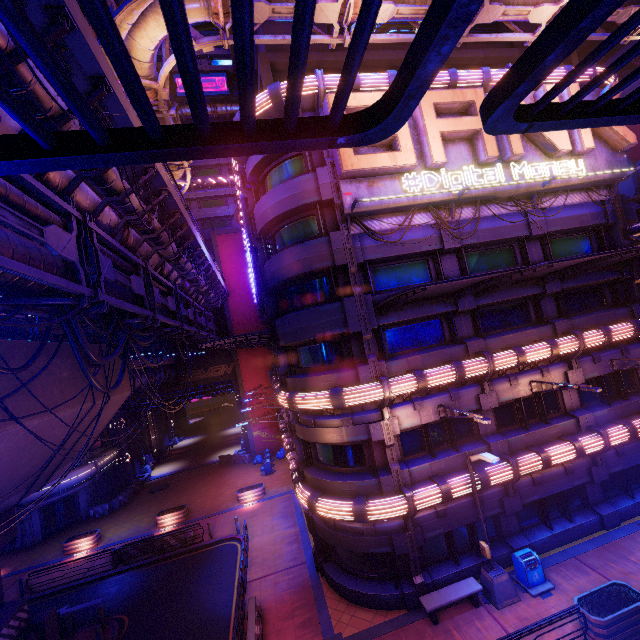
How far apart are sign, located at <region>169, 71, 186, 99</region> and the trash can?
50.8 meters

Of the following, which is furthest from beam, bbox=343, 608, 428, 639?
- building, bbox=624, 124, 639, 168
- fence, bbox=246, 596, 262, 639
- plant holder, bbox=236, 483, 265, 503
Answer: building, bbox=624, 124, 639, 168

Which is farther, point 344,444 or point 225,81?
point 225,81

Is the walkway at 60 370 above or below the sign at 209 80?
below

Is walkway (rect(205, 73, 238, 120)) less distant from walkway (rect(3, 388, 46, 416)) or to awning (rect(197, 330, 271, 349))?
walkway (rect(3, 388, 46, 416))

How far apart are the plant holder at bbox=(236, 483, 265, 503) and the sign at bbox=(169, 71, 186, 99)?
44.5m

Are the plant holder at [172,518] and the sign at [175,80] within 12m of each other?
no

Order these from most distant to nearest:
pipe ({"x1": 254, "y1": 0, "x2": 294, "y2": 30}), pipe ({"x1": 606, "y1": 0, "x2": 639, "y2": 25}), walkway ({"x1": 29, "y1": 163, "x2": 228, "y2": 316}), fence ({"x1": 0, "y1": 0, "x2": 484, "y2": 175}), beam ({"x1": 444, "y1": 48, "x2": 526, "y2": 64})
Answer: beam ({"x1": 444, "y1": 48, "x2": 526, "y2": 64})
pipe ({"x1": 606, "y1": 0, "x2": 639, "y2": 25})
pipe ({"x1": 254, "y1": 0, "x2": 294, "y2": 30})
walkway ({"x1": 29, "y1": 163, "x2": 228, "y2": 316})
fence ({"x1": 0, "y1": 0, "x2": 484, "y2": 175})
